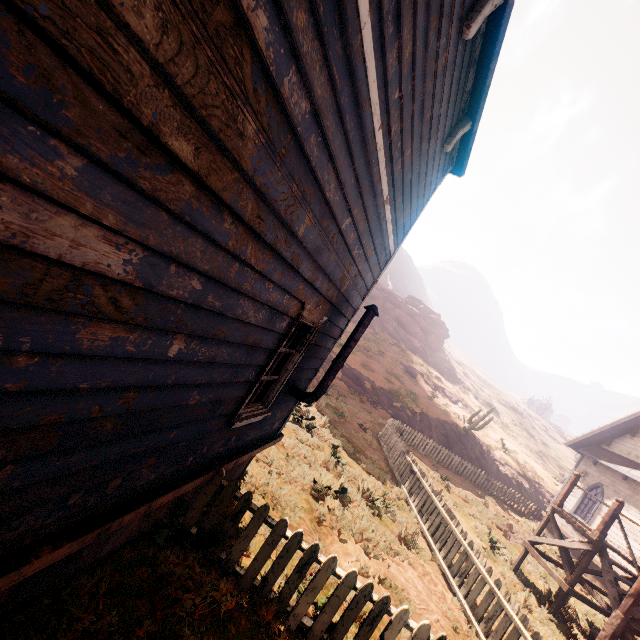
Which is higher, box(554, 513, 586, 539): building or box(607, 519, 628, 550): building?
box(607, 519, 628, 550): building

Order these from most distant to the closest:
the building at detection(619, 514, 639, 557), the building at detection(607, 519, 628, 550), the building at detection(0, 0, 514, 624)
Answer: the building at detection(607, 519, 628, 550)
the building at detection(619, 514, 639, 557)
the building at detection(0, 0, 514, 624)

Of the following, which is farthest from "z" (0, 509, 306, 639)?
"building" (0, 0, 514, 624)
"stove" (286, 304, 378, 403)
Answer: "stove" (286, 304, 378, 403)

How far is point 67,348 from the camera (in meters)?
1.53

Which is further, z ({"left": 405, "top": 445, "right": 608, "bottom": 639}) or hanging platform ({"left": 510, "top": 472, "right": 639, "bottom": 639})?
z ({"left": 405, "top": 445, "right": 608, "bottom": 639})

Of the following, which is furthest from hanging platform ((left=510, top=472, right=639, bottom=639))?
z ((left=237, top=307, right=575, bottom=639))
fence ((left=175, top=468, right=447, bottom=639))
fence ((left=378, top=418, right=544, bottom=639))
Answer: fence ((left=378, top=418, right=544, bottom=639))

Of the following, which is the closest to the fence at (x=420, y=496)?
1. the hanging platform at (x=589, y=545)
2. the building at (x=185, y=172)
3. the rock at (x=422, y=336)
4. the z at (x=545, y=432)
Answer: the z at (x=545, y=432)

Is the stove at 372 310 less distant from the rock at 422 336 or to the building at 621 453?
the building at 621 453
